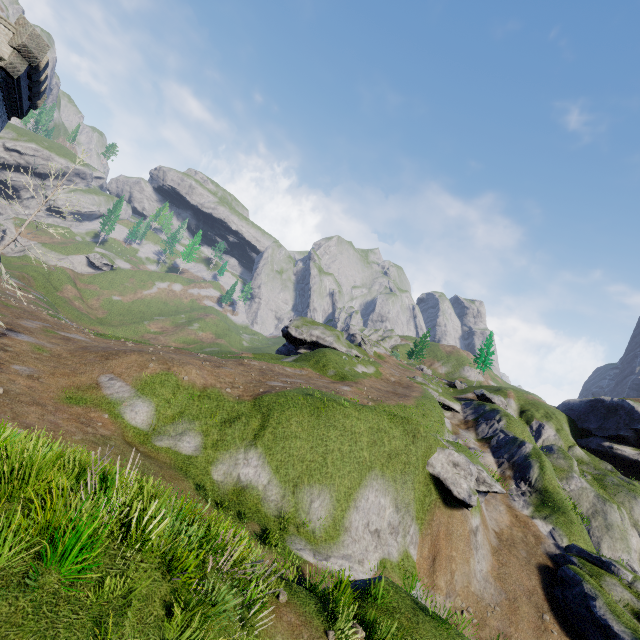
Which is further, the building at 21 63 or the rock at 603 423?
the rock at 603 423

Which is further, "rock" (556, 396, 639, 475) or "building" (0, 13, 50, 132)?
"rock" (556, 396, 639, 475)

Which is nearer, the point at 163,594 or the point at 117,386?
the point at 163,594
